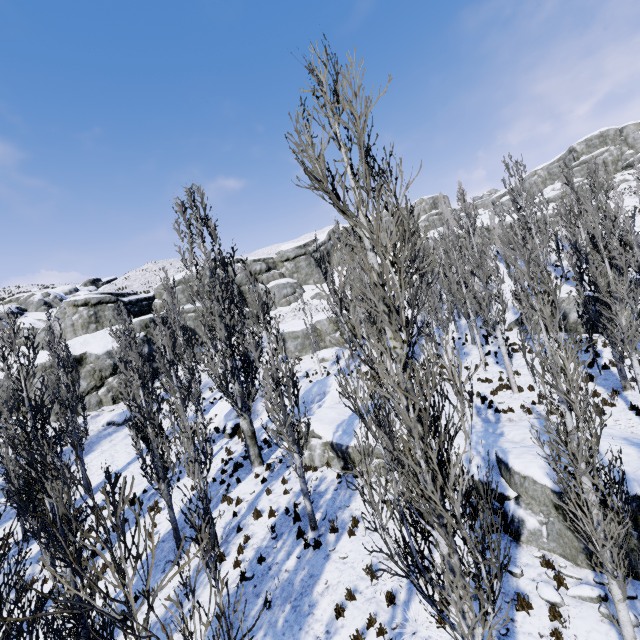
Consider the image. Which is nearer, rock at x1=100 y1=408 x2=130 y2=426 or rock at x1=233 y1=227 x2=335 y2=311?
rock at x1=100 y1=408 x2=130 y2=426

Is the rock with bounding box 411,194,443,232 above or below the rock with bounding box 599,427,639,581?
above

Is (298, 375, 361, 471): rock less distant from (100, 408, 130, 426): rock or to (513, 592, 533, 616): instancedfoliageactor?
(513, 592, 533, 616): instancedfoliageactor

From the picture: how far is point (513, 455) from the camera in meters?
9.8

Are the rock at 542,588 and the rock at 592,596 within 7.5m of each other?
yes

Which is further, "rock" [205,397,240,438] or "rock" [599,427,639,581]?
"rock" [205,397,240,438]

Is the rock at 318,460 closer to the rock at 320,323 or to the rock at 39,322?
the rock at 320,323

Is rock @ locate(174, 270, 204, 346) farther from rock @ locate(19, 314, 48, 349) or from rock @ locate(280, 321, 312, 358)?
rock @ locate(280, 321, 312, 358)
